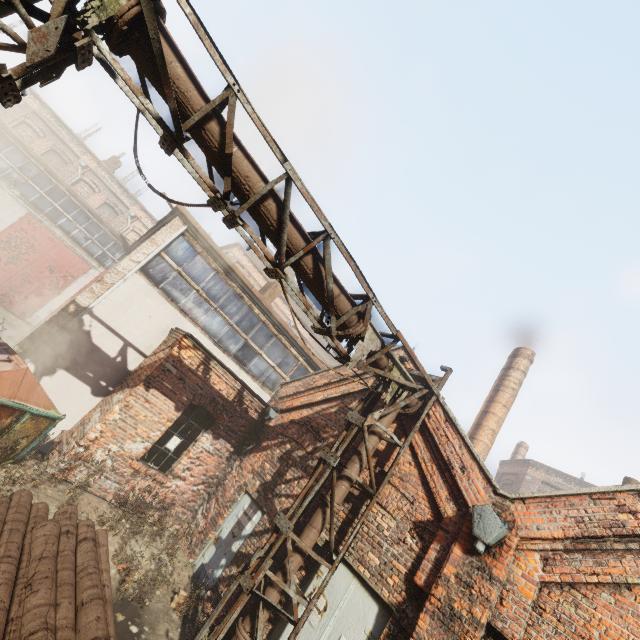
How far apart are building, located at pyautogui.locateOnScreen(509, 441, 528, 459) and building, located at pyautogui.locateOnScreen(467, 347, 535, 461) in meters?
18.8 m

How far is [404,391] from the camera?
6.66m

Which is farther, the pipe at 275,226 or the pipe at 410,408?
the pipe at 410,408

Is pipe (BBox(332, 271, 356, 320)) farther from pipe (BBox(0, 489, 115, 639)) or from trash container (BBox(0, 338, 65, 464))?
trash container (BBox(0, 338, 65, 464))

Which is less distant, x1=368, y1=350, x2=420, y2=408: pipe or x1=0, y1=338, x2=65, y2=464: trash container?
x1=0, y1=338, x2=65, y2=464: trash container

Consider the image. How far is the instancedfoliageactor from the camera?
5.94m

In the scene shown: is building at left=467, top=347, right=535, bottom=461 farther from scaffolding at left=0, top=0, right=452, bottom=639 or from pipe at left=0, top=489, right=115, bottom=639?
pipe at left=0, top=489, right=115, bottom=639

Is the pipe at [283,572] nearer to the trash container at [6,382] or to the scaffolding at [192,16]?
the scaffolding at [192,16]
